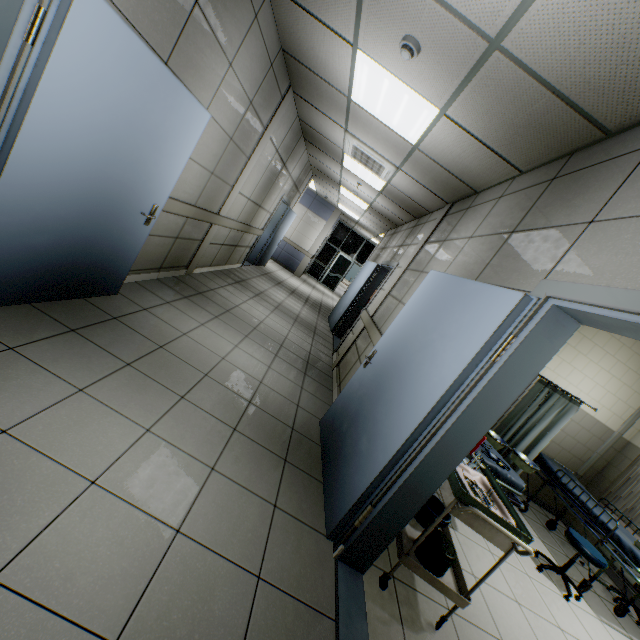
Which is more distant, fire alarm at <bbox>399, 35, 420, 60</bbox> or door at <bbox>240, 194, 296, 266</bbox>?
door at <bbox>240, 194, 296, 266</bbox>

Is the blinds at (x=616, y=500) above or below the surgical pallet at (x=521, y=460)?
above

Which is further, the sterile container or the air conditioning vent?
the air conditioning vent

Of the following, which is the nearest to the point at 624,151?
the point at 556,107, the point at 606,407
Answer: the point at 556,107

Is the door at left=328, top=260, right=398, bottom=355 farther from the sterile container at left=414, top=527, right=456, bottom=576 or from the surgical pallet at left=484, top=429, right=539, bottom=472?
the sterile container at left=414, top=527, right=456, bottom=576

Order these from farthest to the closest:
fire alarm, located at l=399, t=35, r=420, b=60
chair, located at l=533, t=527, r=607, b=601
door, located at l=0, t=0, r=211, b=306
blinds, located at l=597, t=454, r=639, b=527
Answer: blinds, located at l=597, t=454, r=639, b=527 < chair, located at l=533, t=527, r=607, b=601 < fire alarm, located at l=399, t=35, r=420, b=60 < door, located at l=0, t=0, r=211, b=306

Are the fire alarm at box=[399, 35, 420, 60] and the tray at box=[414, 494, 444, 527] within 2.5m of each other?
no

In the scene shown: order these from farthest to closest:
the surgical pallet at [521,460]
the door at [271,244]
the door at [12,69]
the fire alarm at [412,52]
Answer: the door at [271,244] → the surgical pallet at [521,460] → the fire alarm at [412,52] → the door at [12,69]
